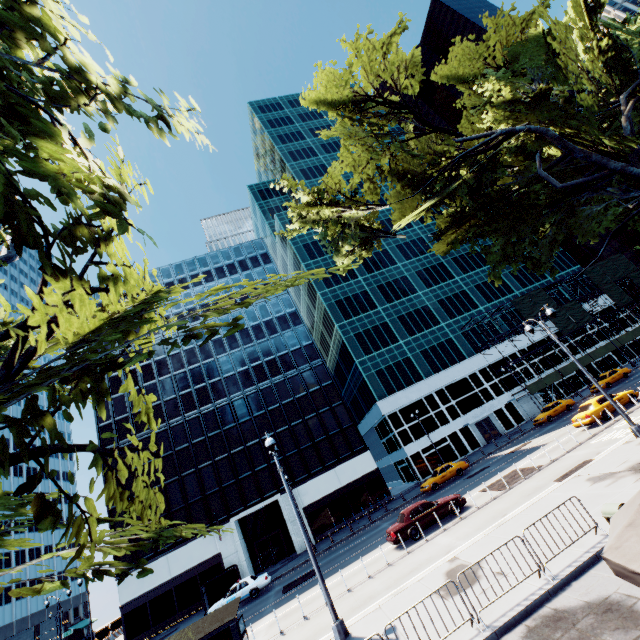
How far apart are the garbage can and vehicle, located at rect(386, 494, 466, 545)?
12.0m

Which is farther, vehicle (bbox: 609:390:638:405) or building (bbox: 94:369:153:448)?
building (bbox: 94:369:153:448)

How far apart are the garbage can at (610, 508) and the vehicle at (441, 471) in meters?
24.4

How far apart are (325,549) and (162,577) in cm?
1811

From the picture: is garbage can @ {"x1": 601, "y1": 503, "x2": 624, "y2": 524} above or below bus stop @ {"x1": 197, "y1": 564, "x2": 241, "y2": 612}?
below

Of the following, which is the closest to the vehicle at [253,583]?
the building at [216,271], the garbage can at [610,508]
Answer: the building at [216,271]

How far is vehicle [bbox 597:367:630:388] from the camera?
36.62m

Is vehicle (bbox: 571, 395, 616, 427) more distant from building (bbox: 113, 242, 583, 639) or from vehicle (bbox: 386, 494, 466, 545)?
building (bbox: 113, 242, 583, 639)
